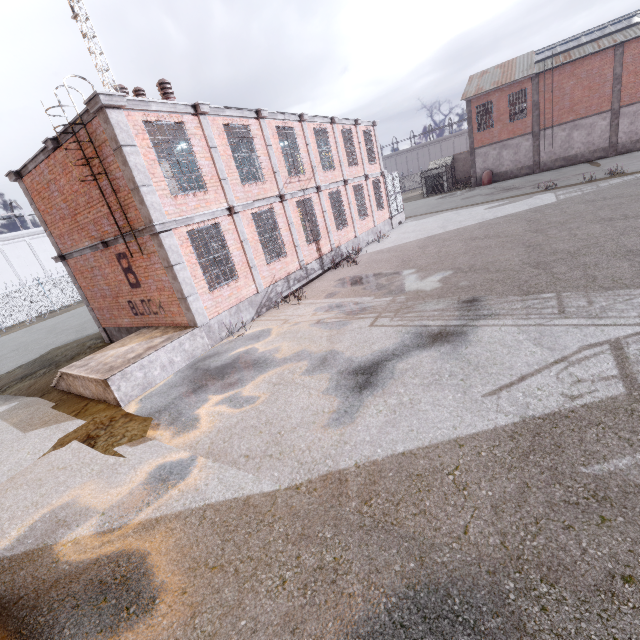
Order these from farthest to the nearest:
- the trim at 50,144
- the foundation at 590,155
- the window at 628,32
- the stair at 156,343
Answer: the foundation at 590,155, the window at 628,32, the trim at 50,144, the stair at 156,343

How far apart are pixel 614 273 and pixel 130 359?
12.7 meters

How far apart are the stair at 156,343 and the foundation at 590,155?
39.0m

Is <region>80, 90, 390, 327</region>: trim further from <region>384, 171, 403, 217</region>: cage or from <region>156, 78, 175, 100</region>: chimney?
<region>156, 78, 175, 100</region>: chimney

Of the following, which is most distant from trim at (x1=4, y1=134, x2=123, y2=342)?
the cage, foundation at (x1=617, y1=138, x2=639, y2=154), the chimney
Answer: foundation at (x1=617, y1=138, x2=639, y2=154)

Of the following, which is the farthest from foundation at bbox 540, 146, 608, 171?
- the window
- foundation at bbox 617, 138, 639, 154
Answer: the window

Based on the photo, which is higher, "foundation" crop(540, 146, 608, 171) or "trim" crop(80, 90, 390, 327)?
"trim" crop(80, 90, 390, 327)

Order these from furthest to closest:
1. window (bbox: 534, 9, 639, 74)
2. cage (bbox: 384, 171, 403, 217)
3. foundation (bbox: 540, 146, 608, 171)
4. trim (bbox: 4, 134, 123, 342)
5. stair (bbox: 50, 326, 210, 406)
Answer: foundation (bbox: 540, 146, 608, 171)
window (bbox: 534, 9, 639, 74)
cage (bbox: 384, 171, 403, 217)
trim (bbox: 4, 134, 123, 342)
stair (bbox: 50, 326, 210, 406)
